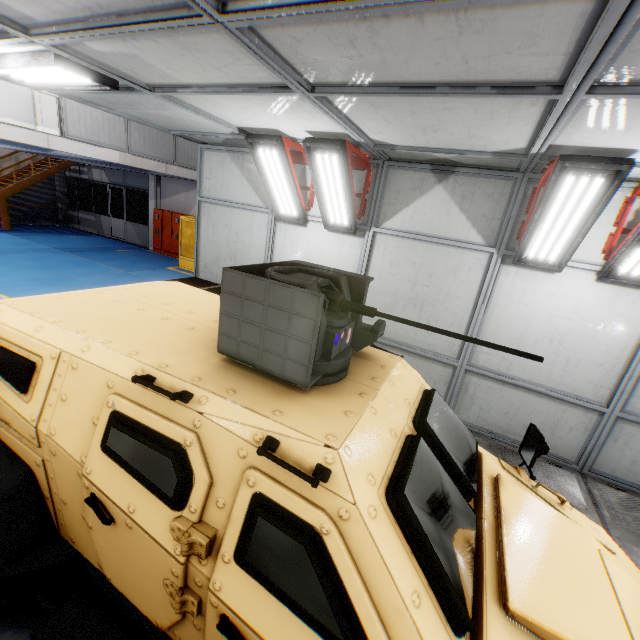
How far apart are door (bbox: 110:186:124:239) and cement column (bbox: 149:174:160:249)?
2.29m

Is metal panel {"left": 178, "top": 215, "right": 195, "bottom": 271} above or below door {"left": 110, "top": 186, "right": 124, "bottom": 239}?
above

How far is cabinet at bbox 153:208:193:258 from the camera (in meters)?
15.82

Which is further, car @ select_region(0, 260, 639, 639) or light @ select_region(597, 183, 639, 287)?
light @ select_region(597, 183, 639, 287)

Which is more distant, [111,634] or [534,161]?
[534,161]

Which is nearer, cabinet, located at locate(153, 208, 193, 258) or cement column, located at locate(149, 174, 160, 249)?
cabinet, located at locate(153, 208, 193, 258)

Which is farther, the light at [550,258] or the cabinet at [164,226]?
the cabinet at [164,226]

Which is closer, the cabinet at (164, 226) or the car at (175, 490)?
the car at (175, 490)
